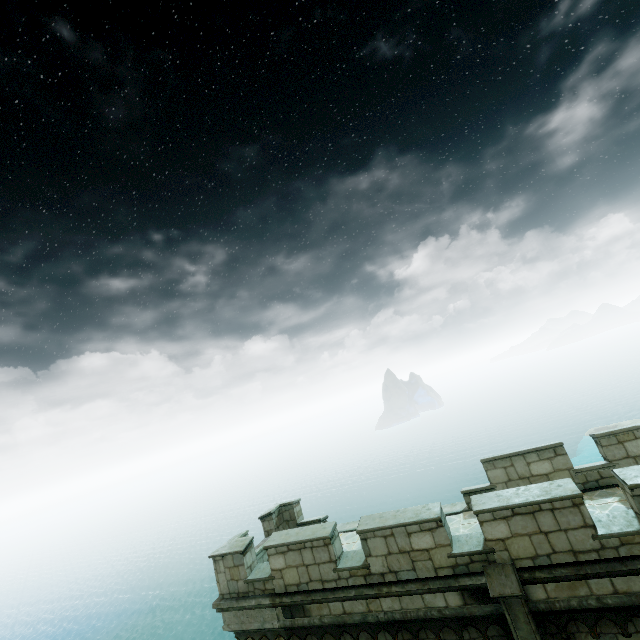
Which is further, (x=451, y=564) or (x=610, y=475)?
(x=610, y=475)
